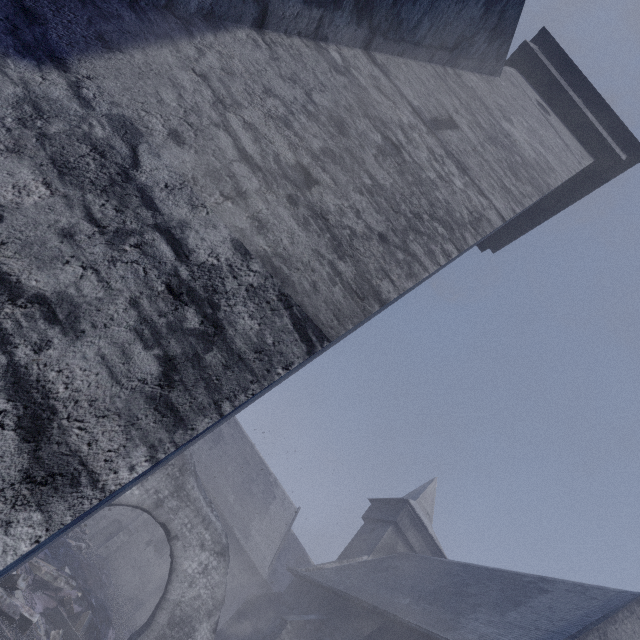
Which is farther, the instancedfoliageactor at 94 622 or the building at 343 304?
the instancedfoliageactor at 94 622

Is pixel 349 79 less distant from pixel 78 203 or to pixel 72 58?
pixel 72 58

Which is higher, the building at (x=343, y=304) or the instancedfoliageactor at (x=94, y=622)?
the building at (x=343, y=304)

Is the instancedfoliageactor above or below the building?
below

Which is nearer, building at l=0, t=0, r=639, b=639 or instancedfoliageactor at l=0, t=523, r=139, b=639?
building at l=0, t=0, r=639, b=639
